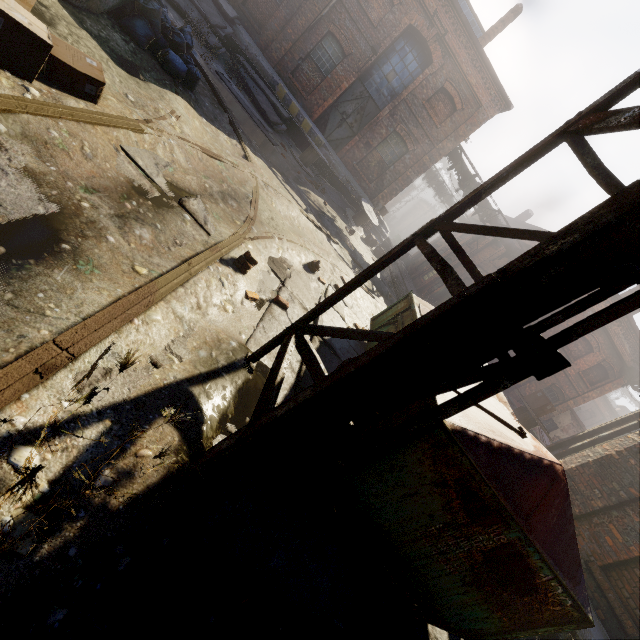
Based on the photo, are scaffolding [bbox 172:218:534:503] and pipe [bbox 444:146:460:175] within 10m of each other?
no

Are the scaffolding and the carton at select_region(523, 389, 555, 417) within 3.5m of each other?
no

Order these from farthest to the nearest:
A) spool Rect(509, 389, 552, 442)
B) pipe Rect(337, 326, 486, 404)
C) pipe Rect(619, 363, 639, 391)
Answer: pipe Rect(619, 363, 639, 391), spool Rect(509, 389, 552, 442), pipe Rect(337, 326, 486, 404)

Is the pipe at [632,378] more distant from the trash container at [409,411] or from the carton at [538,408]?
the trash container at [409,411]

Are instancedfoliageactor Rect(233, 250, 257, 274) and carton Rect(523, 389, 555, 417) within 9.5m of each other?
yes

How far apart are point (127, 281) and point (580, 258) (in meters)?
2.94

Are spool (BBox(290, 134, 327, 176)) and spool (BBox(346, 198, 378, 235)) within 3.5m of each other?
yes

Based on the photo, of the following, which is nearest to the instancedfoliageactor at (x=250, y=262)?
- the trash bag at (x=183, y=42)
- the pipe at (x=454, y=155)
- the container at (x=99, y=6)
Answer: the container at (x=99, y=6)
